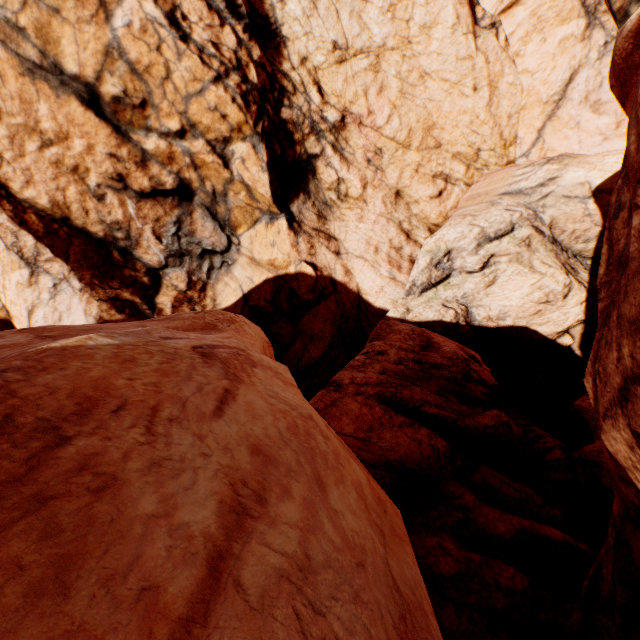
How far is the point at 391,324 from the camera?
12.04m
